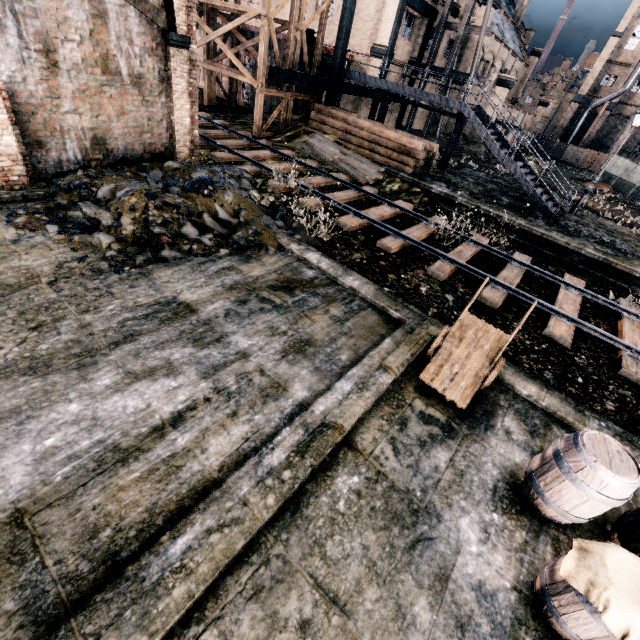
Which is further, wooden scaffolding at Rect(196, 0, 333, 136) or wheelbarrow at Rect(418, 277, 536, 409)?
wooden scaffolding at Rect(196, 0, 333, 136)

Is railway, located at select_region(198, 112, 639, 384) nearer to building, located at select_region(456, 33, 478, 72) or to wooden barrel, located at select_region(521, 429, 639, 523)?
wooden barrel, located at select_region(521, 429, 639, 523)

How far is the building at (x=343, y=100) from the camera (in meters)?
27.42

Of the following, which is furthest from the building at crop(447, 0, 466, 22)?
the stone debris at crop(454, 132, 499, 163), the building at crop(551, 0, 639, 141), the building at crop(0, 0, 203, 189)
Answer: the building at crop(0, 0, 203, 189)

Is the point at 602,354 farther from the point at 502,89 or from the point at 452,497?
the point at 502,89

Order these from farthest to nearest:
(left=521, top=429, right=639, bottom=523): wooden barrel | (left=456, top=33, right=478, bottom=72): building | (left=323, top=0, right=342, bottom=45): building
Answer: (left=456, top=33, right=478, bottom=72): building < (left=323, top=0, right=342, bottom=45): building < (left=521, top=429, right=639, bottom=523): wooden barrel

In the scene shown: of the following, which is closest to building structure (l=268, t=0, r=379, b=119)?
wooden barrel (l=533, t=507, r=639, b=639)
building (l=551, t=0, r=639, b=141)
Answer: wooden barrel (l=533, t=507, r=639, b=639)

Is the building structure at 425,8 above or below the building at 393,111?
above
